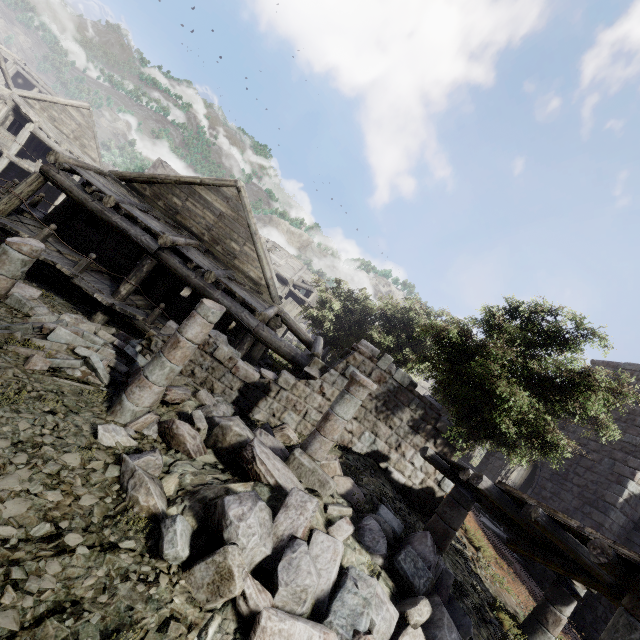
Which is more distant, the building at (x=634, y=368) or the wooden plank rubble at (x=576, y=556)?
the building at (x=634, y=368)

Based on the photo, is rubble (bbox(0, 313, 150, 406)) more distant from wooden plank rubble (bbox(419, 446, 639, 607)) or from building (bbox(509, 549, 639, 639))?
wooden plank rubble (bbox(419, 446, 639, 607))

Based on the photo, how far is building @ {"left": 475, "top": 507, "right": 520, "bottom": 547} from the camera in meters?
13.5 m

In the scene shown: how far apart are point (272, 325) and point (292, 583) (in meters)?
10.18

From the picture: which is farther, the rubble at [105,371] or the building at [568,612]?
the rubble at [105,371]

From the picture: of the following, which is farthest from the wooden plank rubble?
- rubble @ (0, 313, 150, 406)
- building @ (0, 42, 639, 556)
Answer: rubble @ (0, 313, 150, 406)

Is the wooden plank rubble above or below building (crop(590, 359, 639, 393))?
below
